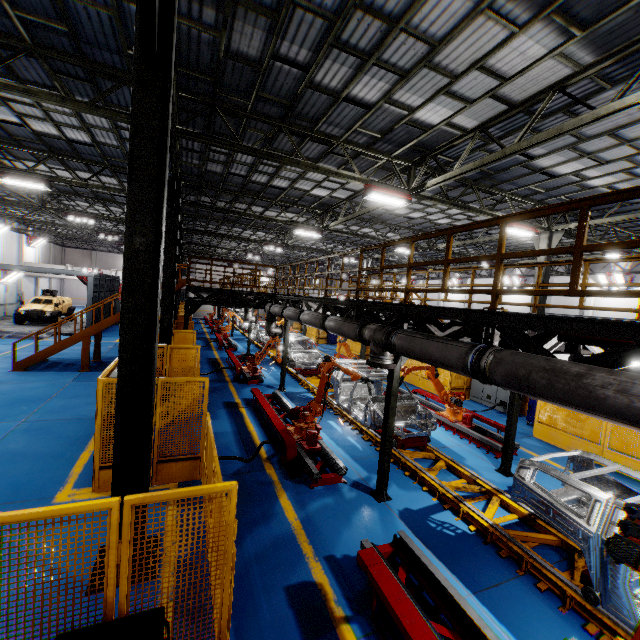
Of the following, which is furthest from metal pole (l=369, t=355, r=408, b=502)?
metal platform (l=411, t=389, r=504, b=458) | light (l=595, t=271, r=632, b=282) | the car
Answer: the car

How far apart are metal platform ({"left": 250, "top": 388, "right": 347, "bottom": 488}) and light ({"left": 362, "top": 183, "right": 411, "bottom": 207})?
7.45m

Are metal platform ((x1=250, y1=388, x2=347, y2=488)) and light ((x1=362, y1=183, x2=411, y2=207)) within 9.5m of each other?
yes

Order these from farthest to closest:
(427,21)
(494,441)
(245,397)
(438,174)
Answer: (245,397), (438,174), (494,441), (427,21)

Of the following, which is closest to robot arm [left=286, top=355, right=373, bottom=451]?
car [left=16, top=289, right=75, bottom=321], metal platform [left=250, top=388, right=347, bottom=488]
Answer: metal platform [left=250, top=388, right=347, bottom=488]

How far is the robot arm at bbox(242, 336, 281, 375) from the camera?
14.8m

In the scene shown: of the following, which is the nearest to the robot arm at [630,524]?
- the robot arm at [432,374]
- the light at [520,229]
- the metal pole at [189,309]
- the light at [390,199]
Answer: the robot arm at [432,374]

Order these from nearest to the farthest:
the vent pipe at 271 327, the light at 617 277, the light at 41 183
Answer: the light at 41 183 → the vent pipe at 271 327 → the light at 617 277
